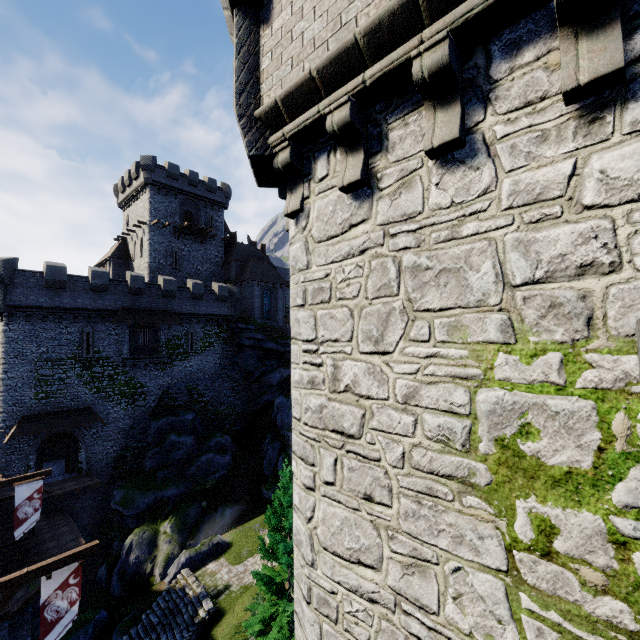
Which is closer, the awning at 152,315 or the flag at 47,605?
the flag at 47,605

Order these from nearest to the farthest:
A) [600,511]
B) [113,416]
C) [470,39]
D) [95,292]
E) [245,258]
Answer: [600,511] → [470,39] → [95,292] → [113,416] → [245,258]

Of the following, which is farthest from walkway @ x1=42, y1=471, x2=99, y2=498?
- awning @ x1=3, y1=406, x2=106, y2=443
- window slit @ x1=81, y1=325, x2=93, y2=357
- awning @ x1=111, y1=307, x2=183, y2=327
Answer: awning @ x1=111, y1=307, x2=183, y2=327

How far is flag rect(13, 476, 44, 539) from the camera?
16.7 meters

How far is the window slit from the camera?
27.6 meters

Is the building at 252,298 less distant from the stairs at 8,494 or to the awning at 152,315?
the awning at 152,315

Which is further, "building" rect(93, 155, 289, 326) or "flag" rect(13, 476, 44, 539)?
"building" rect(93, 155, 289, 326)

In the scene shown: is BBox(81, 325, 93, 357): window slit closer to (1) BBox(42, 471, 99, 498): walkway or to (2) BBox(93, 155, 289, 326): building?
(2) BBox(93, 155, 289, 326): building
